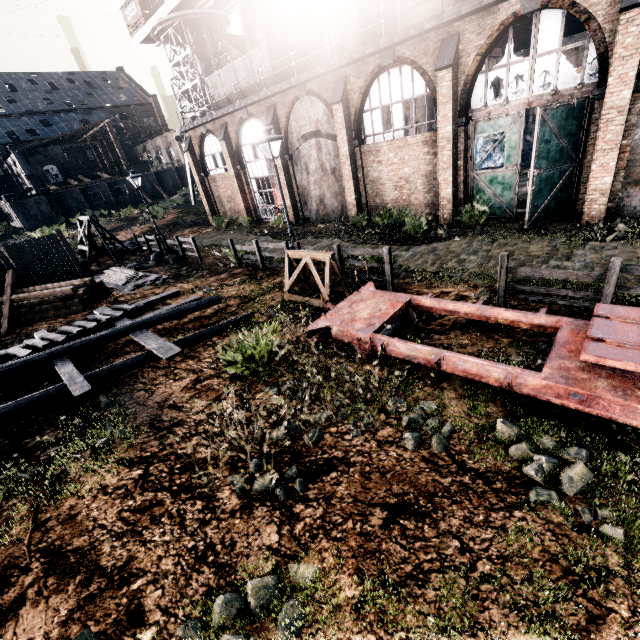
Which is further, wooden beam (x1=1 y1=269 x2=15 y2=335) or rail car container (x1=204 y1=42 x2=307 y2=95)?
rail car container (x1=204 y1=42 x2=307 y2=95)

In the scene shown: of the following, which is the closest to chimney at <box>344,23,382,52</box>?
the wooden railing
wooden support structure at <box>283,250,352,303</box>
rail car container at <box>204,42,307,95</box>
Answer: rail car container at <box>204,42,307,95</box>

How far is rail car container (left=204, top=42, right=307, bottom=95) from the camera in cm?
2130

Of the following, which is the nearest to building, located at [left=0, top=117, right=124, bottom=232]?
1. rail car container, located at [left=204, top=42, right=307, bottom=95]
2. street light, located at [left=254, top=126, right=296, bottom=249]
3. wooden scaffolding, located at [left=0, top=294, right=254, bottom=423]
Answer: rail car container, located at [left=204, top=42, right=307, bottom=95]

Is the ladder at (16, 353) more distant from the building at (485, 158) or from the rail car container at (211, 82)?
the rail car container at (211, 82)

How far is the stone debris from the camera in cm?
2041

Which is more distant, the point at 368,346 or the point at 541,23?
the point at 541,23

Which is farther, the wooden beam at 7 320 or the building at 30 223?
the building at 30 223
